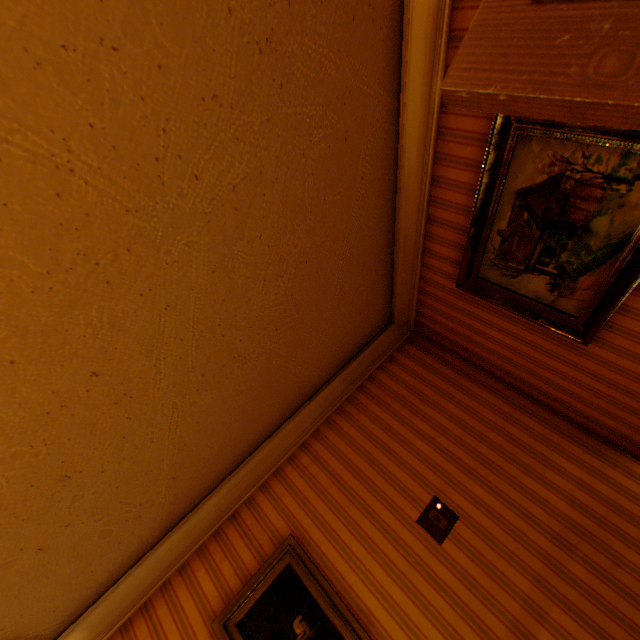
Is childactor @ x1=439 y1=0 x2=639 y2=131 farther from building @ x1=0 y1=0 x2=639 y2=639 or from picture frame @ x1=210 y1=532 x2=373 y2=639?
picture frame @ x1=210 y1=532 x2=373 y2=639

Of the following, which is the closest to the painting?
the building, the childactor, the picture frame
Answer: the building

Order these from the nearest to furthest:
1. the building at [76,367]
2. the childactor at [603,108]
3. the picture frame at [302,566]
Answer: the childactor at [603,108] < the building at [76,367] < the picture frame at [302,566]

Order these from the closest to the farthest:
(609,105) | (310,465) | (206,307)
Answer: (609,105)
(206,307)
(310,465)

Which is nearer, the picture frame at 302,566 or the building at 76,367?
the building at 76,367

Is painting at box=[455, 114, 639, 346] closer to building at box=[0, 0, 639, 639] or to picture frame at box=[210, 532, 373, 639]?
building at box=[0, 0, 639, 639]

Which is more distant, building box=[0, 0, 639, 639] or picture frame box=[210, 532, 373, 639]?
picture frame box=[210, 532, 373, 639]
